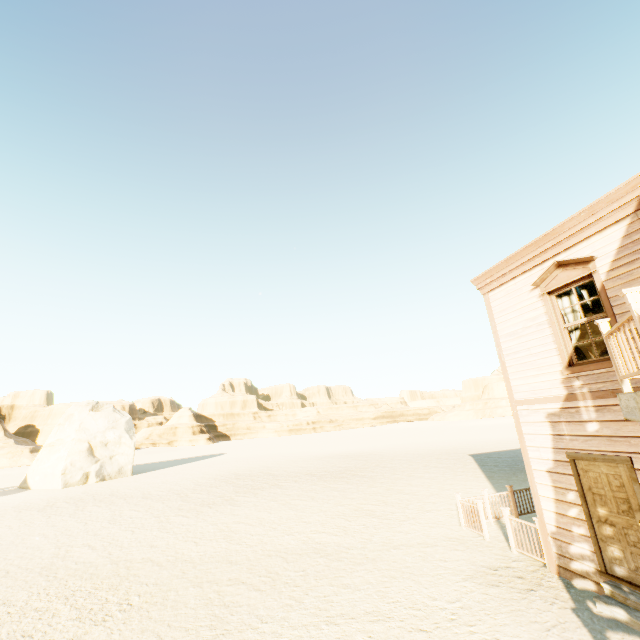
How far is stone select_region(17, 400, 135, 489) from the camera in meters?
26.4

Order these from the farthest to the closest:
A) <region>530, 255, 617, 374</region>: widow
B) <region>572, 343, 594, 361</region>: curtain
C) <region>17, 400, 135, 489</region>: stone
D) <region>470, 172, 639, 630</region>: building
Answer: <region>17, 400, 135, 489</region>: stone < <region>572, 343, 594, 361</region>: curtain < <region>530, 255, 617, 374</region>: widow < <region>470, 172, 639, 630</region>: building

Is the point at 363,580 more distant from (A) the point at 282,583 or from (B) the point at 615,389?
(B) the point at 615,389

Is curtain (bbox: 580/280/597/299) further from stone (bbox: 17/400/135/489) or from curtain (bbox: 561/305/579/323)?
stone (bbox: 17/400/135/489)

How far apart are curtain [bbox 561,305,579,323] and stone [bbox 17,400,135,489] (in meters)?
34.06

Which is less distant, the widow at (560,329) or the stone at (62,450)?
the widow at (560,329)

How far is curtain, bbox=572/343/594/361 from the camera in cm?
659

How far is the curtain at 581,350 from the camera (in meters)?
6.59
